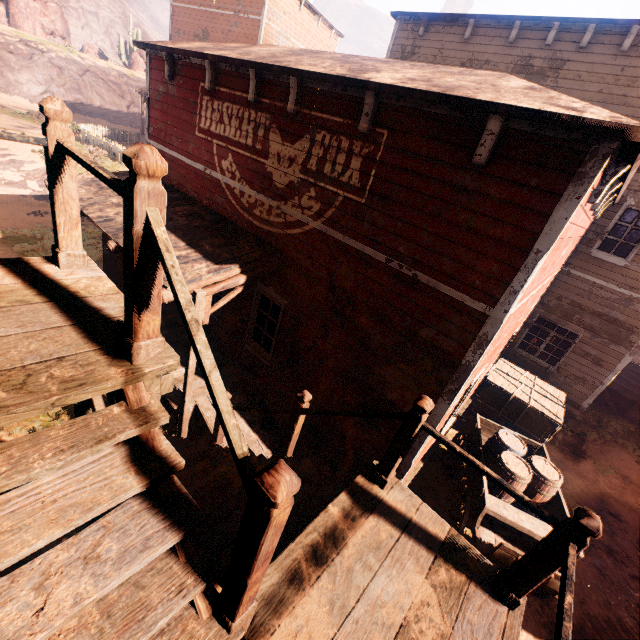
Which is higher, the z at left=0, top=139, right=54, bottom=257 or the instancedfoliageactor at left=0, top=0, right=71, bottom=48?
the instancedfoliageactor at left=0, top=0, right=71, bottom=48

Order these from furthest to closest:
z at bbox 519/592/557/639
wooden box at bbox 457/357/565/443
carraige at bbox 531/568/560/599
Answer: wooden box at bbox 457/357/565/443 → z at bbox 519/592/557/639 → carraige at bbox 531/568/560/599

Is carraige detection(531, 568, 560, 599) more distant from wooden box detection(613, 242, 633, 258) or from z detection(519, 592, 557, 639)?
wooden box detection(613, 242, 633, 258)

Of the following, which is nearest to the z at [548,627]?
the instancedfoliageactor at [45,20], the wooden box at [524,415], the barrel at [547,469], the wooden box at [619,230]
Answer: the wooden box at [524,415]

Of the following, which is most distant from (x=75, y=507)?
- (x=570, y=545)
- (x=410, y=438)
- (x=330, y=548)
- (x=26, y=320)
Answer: (x=570, y=545)

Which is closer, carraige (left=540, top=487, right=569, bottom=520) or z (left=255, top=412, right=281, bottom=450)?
carraige (left=540, top=487, right=569, bottom=520)

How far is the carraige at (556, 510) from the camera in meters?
6.1 m

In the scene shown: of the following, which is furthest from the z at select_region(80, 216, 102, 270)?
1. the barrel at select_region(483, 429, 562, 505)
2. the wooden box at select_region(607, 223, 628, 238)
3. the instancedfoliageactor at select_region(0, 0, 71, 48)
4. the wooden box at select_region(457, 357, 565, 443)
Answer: the wooden box at select_region(607, 223, 628, 238)
